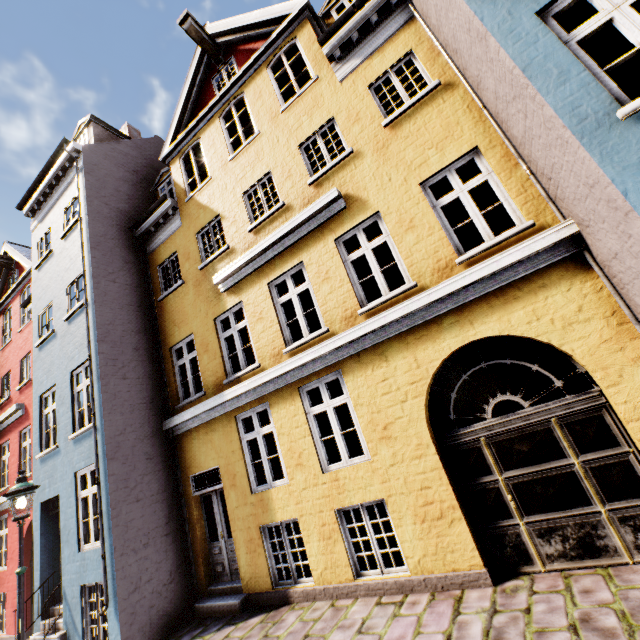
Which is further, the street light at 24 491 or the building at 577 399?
the street light at 24 491

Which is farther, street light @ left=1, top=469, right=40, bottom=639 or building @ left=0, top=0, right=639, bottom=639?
street light @ left=1, top=469, right=40, bottom=639

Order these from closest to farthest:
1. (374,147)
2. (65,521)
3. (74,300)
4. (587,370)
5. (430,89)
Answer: (587,370), (430,89), (374,147), (65,521), (74,300)
